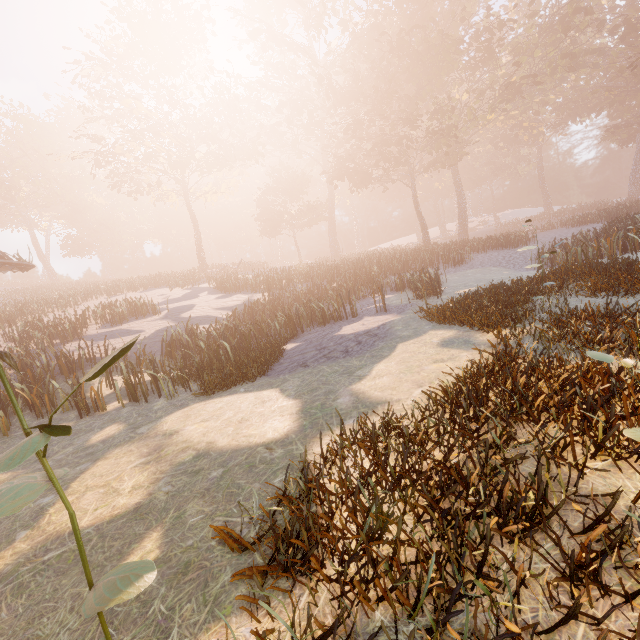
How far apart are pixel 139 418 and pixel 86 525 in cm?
404

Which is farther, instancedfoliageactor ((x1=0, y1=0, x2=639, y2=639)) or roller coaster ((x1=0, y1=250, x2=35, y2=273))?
roller coaster ((x1=0, y1=250, x2=35, y2=273))

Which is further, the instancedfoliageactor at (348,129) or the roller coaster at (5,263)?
the roller coaster at (5,263)
